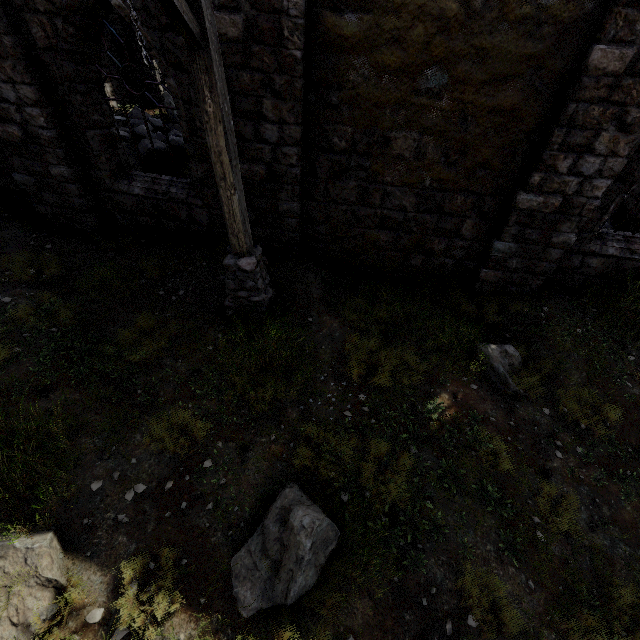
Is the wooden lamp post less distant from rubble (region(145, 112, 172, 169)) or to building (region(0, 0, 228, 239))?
→ building (region(0, 0, 228, 239))

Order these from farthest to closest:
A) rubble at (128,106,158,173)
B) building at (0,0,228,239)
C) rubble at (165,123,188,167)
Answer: rubble at (165,123,188,167) → rubble at (128,106,158,173) → building at (0,0,228,239)

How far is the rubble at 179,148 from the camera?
9.7 meters

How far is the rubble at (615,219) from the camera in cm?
945

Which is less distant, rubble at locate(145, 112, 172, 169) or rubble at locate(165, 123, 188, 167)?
rubble at locate(145, 112, 172, 169)

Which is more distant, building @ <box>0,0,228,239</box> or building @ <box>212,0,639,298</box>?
building @ <box>0,0,228,239</box>

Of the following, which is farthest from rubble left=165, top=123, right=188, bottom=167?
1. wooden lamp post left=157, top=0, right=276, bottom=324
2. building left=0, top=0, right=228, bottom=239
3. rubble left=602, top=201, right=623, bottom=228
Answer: rubble left=602, top=201, right=623, bottom=228

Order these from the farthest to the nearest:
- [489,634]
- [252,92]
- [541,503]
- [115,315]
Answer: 1. [115,315]
2. [252,92]
3. [541,503]
4. [489,634]
